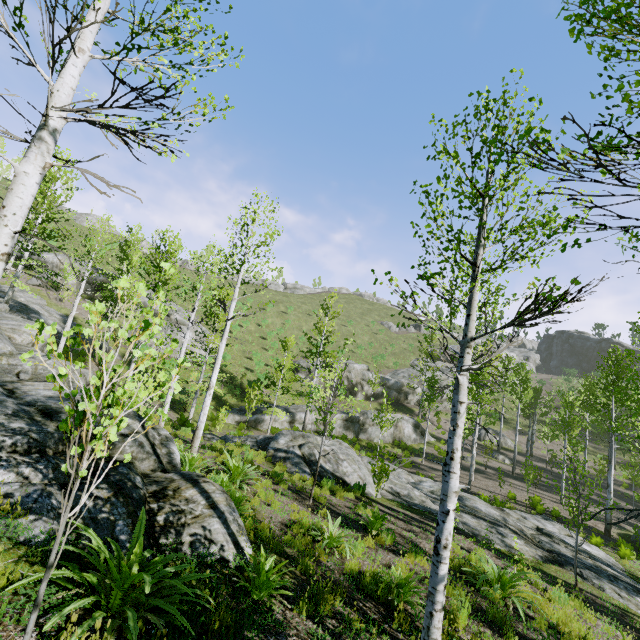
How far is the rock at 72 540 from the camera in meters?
3.9 m

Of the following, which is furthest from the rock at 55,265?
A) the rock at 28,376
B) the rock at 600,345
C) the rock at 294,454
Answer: the rock at 600,345

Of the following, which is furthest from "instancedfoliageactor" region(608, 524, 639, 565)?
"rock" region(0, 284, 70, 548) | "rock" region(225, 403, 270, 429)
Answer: "rock" region(225, 403, 270, 429)

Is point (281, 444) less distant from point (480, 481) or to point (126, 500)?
point (126, 500)

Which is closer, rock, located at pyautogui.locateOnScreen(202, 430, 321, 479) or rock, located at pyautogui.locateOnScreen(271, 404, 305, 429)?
rock, located at pyautogui.locateOnScreen(202, 430, 321, 479)

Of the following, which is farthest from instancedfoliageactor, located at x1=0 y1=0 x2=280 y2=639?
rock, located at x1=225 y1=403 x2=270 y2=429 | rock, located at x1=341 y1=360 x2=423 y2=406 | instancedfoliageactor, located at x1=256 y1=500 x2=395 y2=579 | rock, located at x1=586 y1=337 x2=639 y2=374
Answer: rock, located at x1=586 y1=337 x2=639 y2=374

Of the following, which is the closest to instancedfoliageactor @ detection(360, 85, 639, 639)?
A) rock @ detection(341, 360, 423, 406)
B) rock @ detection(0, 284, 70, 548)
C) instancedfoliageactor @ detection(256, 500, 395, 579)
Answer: rock @ detection(0, 284, 70, 548)

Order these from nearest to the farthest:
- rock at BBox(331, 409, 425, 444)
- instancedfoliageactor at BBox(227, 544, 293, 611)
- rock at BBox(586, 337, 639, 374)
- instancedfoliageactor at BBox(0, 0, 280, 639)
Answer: instancedfoliageactor at BBox(0, 0, 280, 639)
instancedfoliageactor at BBox(227, 544, 293, 611)
rock at BBox(331, 409, 425, 444)
rock at BBox(586, 337, 639, 374)
